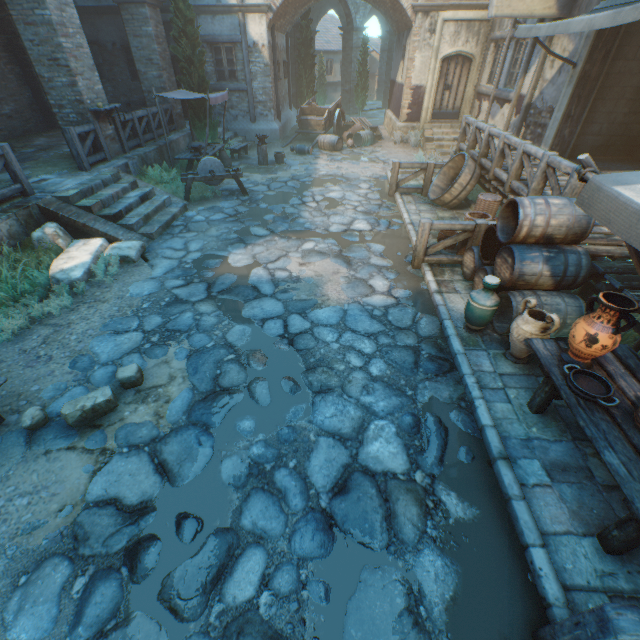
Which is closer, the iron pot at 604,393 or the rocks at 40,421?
the iron pot at 604,393

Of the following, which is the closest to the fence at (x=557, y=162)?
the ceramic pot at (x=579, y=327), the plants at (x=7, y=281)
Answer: the ceramic pot at (x=579, y=327)

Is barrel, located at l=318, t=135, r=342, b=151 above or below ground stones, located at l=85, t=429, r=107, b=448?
above

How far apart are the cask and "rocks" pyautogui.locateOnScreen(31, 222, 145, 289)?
7.3m

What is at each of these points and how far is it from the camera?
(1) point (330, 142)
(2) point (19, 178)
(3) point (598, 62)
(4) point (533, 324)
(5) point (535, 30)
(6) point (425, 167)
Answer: (1) barrel, 14.4 meters
(2) fence, 6.7 meters
(3) building, 7.7 meters
(4) ceramic pot, 4.0 meters
(5) awning, 6.7 meters
(6) fence, 9.3 meters

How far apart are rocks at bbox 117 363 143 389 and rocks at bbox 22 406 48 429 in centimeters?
79cm

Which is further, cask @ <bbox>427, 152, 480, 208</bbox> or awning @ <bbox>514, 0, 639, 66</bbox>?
cask @ <bbox>427, 152, 480, 208</bbox>

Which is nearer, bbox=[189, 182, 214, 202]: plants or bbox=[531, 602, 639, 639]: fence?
bbox=[531, 602, 639, 639]: fence
